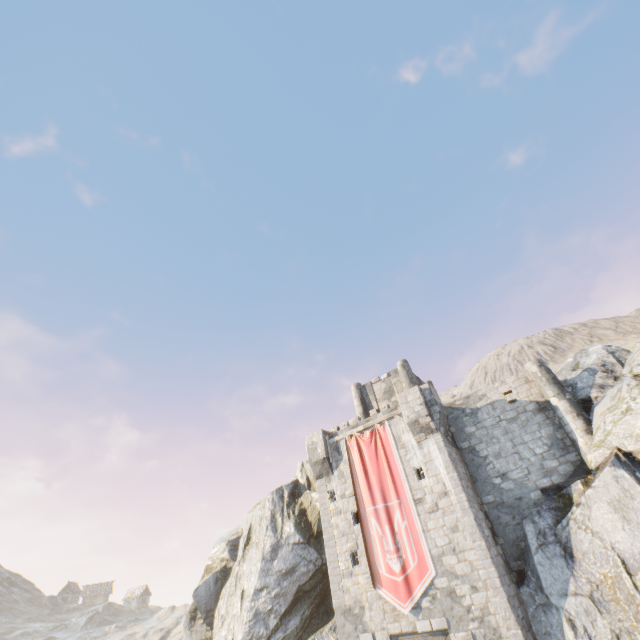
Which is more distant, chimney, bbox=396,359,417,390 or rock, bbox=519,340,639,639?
chimney, bbox=396,359,417,390

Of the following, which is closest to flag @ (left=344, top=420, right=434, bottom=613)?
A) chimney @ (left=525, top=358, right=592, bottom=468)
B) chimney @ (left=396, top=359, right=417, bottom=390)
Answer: chimney @ (left=396, top=359, right=417, bottom=390)

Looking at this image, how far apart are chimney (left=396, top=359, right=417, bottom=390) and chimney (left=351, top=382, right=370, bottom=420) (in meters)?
3.19

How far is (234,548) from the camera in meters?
27.5

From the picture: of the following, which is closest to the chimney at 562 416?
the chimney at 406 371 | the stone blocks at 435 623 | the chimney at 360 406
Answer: the chimney at 406 371

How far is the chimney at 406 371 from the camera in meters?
25.7 m

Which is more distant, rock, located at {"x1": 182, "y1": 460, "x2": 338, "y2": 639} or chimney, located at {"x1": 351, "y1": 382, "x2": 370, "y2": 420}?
chimney, located at {"x1": 351, "y1": 382, "x2": 370, "y2": 420}

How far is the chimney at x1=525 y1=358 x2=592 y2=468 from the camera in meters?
16.1
